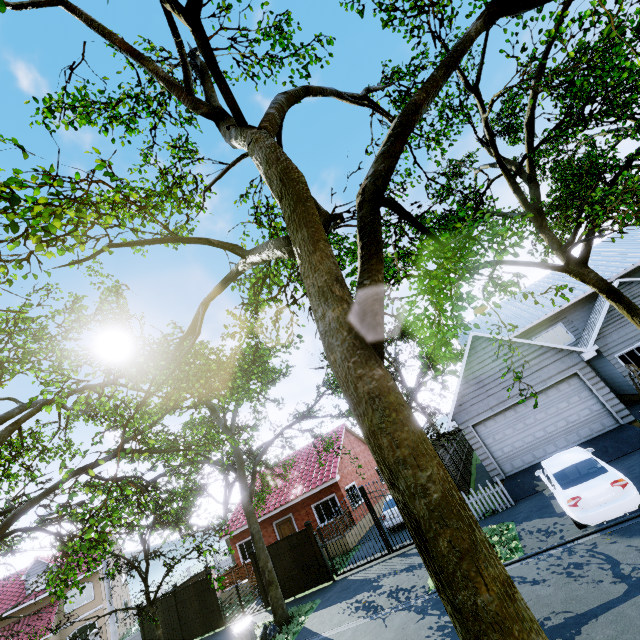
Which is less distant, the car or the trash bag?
the car

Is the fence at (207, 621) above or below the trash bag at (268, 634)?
above

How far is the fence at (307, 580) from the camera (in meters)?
15.15

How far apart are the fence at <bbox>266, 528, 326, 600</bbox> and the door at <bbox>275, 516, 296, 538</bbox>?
5.5 meters

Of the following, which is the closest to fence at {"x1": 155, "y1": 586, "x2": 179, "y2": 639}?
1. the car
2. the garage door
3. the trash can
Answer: the trash can

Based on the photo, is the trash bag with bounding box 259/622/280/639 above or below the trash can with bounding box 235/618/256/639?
below

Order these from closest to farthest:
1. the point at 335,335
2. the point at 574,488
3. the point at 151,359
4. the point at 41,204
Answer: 1. the point at 335,335
2. the point at 41,204
3. the point at 574,488
4. the point at 151,359

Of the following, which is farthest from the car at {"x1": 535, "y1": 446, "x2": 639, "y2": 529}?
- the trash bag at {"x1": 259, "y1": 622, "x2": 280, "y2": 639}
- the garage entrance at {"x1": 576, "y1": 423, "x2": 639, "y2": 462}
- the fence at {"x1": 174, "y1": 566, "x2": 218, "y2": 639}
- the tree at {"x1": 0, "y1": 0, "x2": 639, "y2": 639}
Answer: the fence at {"x1": 174, "y1": 566, "x2": 218, "y2": 639}
